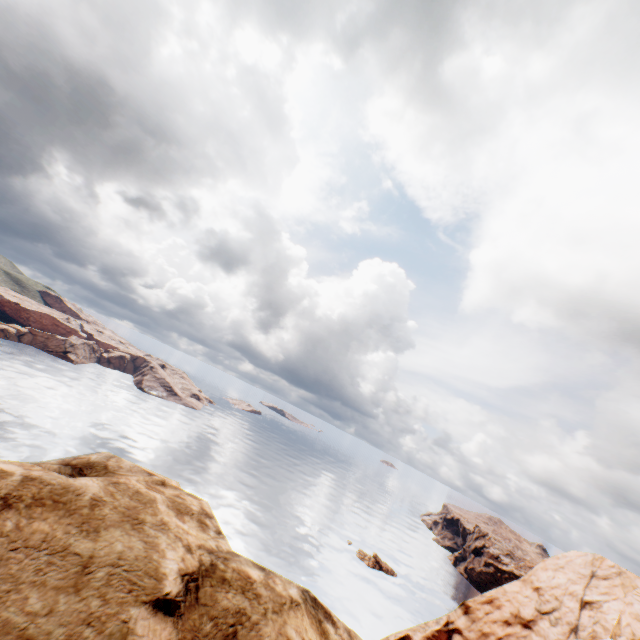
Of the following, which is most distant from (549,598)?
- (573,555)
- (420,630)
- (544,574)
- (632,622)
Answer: (420,630)

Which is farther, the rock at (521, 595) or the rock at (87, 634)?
the rock at (521, 595)

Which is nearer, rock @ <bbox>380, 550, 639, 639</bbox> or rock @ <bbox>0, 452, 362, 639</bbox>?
rock @ <bbox>0, 452, 362, 639</bbox>

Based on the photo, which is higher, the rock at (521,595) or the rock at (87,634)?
the rock at (87,634)

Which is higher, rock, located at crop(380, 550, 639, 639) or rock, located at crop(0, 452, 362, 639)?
rock, located at crop(0, 452, 362, 639)
